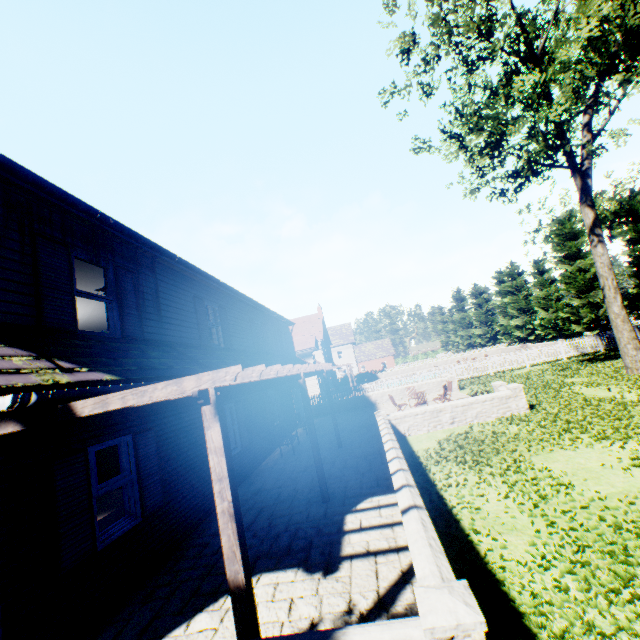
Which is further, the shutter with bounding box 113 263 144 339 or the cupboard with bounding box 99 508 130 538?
the shutter with bounding box 113 263 144 339

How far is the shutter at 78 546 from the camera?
4.4 meters

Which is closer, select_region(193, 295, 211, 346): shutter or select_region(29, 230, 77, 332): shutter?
select_region(29, 230, 77, 332): shutter

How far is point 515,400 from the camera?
11.6m

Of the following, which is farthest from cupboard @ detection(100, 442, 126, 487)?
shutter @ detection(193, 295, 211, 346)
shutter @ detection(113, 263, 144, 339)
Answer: shutter @ detection(193, 295, 211, 346)

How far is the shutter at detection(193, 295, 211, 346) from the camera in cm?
991

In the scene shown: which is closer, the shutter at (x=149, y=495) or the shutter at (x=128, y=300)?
the shutter at (x=149, y=495)

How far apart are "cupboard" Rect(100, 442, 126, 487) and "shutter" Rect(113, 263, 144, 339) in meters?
2.1 m
